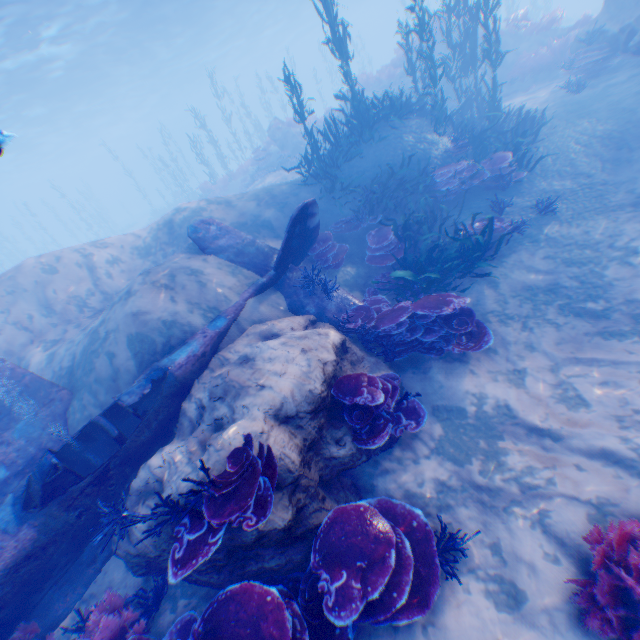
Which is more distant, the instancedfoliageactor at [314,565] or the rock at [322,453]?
the rock at [322,453]

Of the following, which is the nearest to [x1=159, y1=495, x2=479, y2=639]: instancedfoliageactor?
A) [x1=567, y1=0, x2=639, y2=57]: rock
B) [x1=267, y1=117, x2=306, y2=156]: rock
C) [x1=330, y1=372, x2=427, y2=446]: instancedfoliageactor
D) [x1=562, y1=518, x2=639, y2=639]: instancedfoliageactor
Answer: [x1=567, y1=0, x2=639, y2=57]: rock

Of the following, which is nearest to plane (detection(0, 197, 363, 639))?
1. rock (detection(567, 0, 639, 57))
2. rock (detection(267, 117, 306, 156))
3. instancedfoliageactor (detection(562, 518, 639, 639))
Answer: rock (detection(567, 0, 639, 57))

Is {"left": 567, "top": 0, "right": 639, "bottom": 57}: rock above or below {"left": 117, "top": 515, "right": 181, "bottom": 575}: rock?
above

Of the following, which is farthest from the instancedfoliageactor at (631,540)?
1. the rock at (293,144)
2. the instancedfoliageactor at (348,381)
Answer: the rock at (293,144)

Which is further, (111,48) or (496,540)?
(111,48)

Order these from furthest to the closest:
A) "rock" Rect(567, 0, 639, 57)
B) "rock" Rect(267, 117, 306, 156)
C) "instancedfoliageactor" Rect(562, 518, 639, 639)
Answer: "rock" Rect(267, 117, 306, 156) → "rock" Rect(567, 0, 639, 57) → "instancedfoliageactor" Rect(562, 518, 639, 639)

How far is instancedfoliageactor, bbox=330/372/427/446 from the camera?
4.63m
